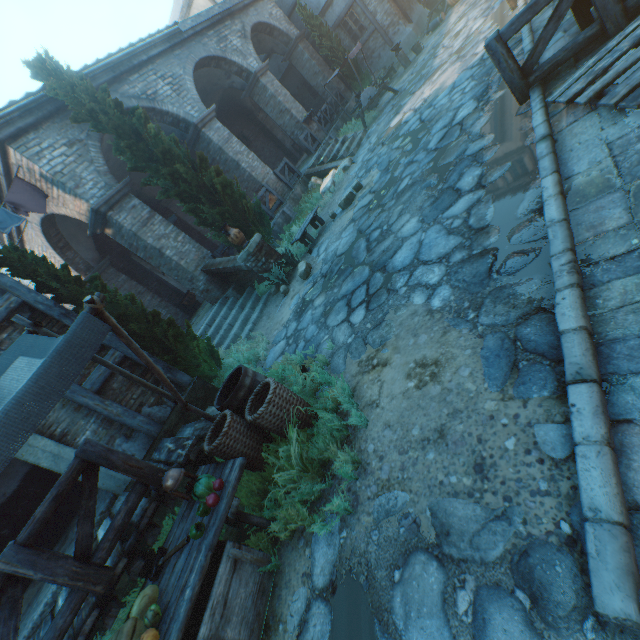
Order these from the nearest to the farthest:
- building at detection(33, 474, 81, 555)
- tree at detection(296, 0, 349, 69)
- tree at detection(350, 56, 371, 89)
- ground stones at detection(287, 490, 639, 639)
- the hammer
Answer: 1. ground stones at detection(287, 490, 639, 639)
2. the hammer
3. building at detection(33, 474, 81, 555)
4. tree at detection(296, 0, 349, 69)
5. tree at detection(350, 56, 371, 89)

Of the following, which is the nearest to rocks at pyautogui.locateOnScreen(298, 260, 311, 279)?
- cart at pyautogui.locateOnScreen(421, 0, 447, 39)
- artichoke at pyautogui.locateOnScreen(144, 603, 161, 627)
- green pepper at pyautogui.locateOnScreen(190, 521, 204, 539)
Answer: green pepper at pyautogui.locateOnScreen(190, 521, 204, 539)

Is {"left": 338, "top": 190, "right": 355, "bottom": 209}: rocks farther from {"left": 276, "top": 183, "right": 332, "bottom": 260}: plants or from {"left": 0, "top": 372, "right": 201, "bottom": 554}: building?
{"left": 0, "top": 372, "right": 201, "bottom": 554}: building

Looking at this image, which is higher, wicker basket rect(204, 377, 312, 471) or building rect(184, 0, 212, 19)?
building rect(184, 0, 212, 19)

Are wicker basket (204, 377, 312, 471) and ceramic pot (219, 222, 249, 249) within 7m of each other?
yes

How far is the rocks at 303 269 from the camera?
7.7m

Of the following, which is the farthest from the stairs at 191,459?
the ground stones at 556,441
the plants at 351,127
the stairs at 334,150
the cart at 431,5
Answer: the cart at 431,5

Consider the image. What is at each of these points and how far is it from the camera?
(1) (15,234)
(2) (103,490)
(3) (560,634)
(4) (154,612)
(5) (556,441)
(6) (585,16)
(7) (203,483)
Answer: (1) building, 10.92m
(2) building, 5.82m
(3) ground stones, 1.44m
(4) artichoke, 2.62m
(5) ground stones, 1.88m
(6) table, 4.19m
(7) cabbage, 3.10m
